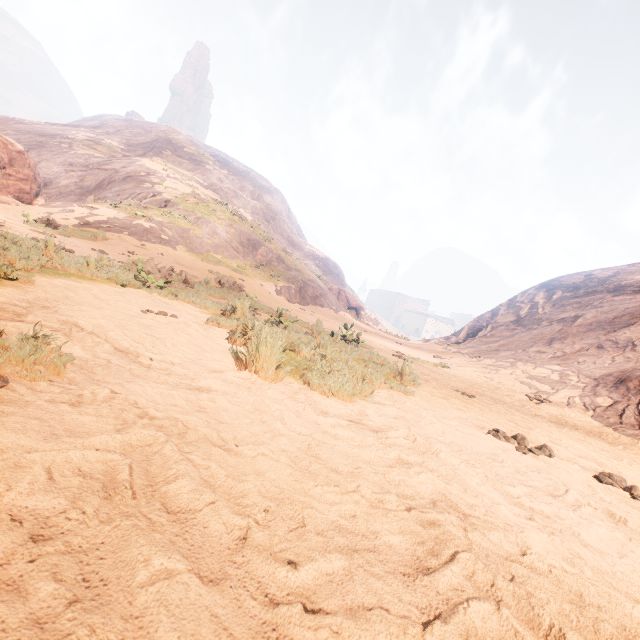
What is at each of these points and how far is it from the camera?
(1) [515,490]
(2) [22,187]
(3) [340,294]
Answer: (1) z, 2.23m
(2) instancedfoliageactor, 15.08m
(3) instancedfoliageactor, 36.00m

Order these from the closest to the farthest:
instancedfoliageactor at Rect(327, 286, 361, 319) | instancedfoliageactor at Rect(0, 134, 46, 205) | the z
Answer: the z
instancedfoliageactor at Rect(0, 134, 46, 205)
instancedfoliageactor at Rect(327, 286, 361, 319)

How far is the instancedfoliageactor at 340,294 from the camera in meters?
35.3 m

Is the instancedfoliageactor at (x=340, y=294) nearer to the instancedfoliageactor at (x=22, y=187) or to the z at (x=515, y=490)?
the z at (x=515, y=490)

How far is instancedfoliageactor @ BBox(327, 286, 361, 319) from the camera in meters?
35.3 m

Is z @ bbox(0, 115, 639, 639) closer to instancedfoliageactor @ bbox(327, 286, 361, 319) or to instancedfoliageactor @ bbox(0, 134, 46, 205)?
instancedfoliageactor @ bbox(327, 286, 361, 319)
